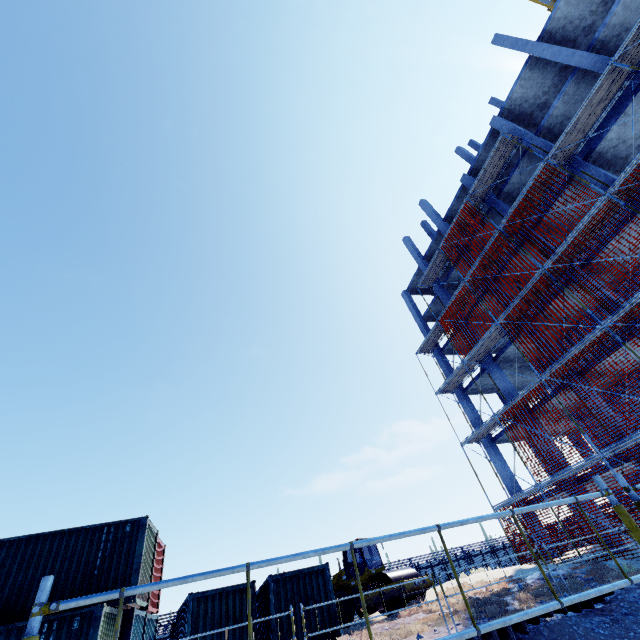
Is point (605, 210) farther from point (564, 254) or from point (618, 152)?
point (618, 152)

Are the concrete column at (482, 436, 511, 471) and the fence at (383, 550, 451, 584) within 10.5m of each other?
yes

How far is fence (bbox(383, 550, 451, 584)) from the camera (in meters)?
20.22

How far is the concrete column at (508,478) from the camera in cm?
2048

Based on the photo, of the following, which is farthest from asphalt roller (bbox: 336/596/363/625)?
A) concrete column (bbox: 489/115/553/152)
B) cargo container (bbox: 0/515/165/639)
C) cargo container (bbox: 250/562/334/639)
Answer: concrete column (bbox: 489/115/553/152)

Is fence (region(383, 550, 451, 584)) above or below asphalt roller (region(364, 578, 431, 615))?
above

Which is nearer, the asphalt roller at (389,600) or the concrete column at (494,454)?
the asphalt roller at (389,600)

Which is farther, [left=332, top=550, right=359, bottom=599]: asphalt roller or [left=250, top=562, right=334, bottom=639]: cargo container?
[left=332, top=550, right=359, bottom=599]: asphalt roller
